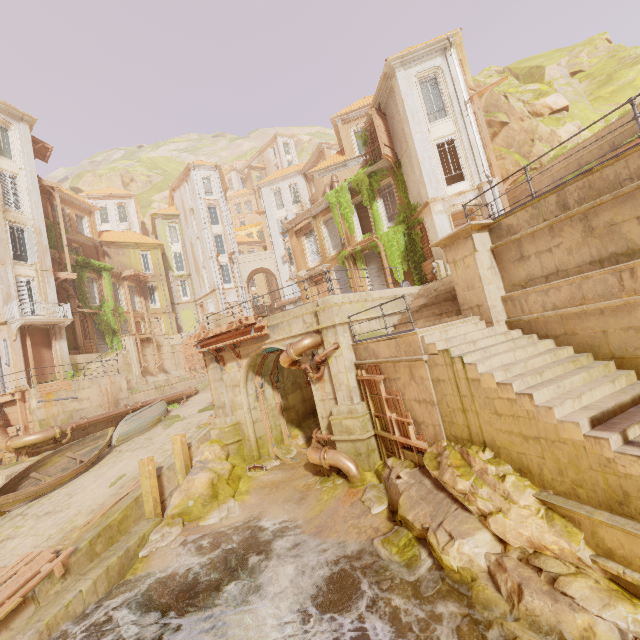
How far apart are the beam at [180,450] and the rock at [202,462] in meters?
0.0 m

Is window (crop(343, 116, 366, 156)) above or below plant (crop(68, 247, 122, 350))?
above

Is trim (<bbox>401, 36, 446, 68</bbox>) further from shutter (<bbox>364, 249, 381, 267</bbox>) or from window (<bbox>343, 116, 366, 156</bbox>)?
shutter (<bbox>364, 249, 381, 267</bbox>)

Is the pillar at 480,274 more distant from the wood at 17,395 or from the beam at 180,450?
the wood at 17,395

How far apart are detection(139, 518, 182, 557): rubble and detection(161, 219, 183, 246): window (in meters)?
37.99

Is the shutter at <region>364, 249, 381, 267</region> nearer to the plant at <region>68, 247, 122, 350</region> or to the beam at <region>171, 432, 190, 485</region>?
the plant at <region>68, 247, 122, 350</region>

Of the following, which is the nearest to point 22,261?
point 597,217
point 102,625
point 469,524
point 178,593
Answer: point 102,625

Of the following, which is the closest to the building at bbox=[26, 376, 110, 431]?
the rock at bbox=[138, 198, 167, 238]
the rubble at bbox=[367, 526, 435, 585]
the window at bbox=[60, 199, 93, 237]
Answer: the rubble at bbox=[367, 526, 435, 585]
